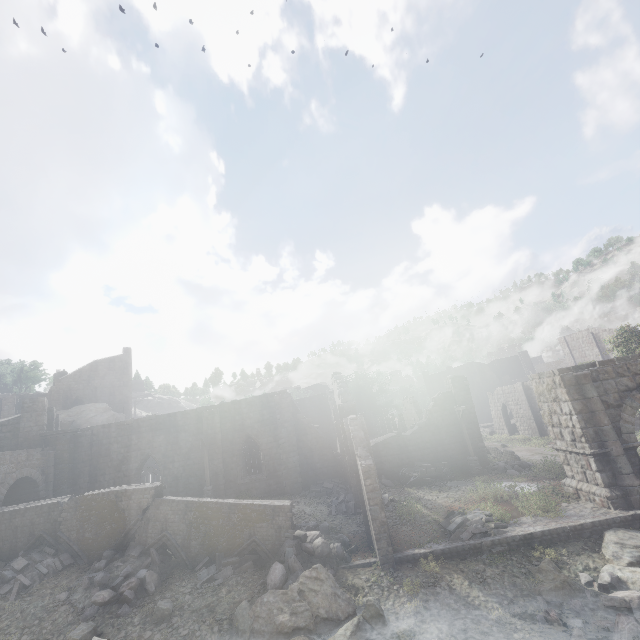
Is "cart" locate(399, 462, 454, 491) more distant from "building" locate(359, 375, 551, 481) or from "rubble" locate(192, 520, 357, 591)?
"rubble" locate(192, 520, 357, 591)

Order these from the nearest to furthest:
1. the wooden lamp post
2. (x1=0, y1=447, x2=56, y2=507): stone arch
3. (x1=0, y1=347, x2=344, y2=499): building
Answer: (x1=0, y1=447, x2=56, y2=507): stone arch, the wooden lamp post, (x1=0, y1=347, x2=344, y2=499): building

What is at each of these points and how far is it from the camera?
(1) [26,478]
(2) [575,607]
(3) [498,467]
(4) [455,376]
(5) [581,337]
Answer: (1) stone arch, 20.23m
(2) rubble, 9.65m
(3) rubble, 22.53m
(4) building, 25.80m
(5) building, 50.12m

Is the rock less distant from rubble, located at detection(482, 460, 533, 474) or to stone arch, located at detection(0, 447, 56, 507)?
rubble, located at detection(482, 460, 533, 474)

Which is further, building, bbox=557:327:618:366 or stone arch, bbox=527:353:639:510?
building, bbox=557:327:618:366

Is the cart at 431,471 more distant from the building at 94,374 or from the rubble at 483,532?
the rubble at 483,532

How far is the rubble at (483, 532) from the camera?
13.4m

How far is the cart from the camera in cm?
2061
